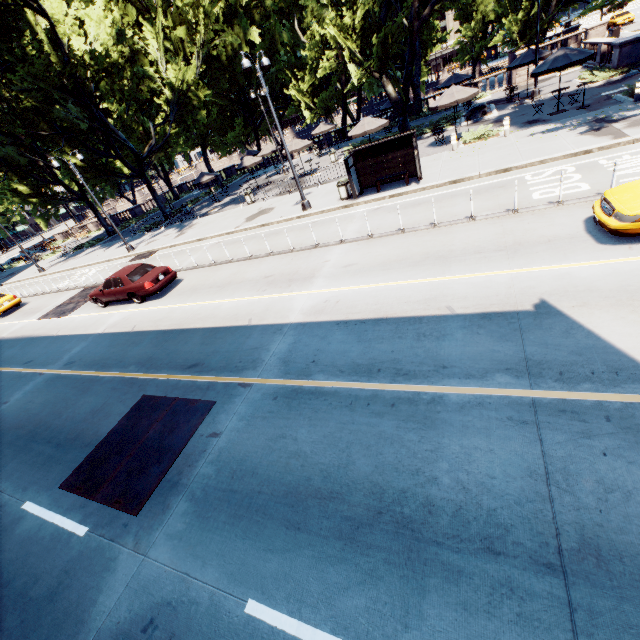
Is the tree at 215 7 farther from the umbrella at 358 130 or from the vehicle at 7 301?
the vehicle at 7 301

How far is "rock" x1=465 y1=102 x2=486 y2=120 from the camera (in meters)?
23.52

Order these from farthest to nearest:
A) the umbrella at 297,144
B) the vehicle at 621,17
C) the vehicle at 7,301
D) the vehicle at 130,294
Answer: the vehicle at 621,17 → the umbrella at 297,144 → the vehicle at 7,301 → the vehicle at 130,294

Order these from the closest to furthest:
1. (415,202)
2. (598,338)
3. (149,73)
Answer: (598,338)
(415,202)
(149,73)

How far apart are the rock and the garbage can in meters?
13.9 m

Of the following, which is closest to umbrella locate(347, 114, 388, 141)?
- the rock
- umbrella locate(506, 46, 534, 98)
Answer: the rock

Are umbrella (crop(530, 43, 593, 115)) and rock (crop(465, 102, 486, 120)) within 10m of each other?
yes

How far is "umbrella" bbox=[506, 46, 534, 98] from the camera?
22.48m
